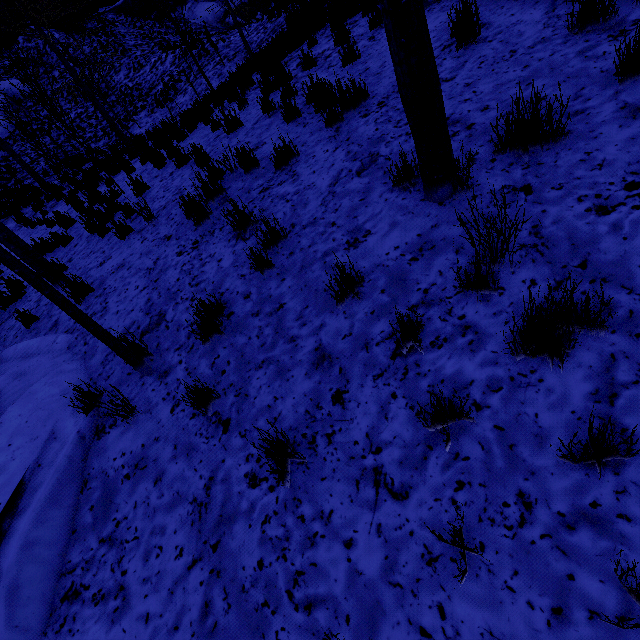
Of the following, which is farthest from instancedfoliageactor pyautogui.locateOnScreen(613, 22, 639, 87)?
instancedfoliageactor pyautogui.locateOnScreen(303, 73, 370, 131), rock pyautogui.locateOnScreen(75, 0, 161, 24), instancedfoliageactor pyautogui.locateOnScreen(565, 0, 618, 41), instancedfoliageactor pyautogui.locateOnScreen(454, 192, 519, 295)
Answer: rock pyautogui.locateOnScreen(75, 0, 161, 24)

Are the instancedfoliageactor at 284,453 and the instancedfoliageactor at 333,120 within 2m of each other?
no

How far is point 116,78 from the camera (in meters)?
22.33

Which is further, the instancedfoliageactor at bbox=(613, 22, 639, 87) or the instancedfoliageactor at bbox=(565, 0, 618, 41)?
the instancedfoliageactor at bbox=(565, 0, 618, 41)

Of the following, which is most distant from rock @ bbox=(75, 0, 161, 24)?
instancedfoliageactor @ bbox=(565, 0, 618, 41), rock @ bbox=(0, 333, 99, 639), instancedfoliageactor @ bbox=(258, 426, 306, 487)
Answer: instancedfoliageactor @ bbox=(258, 426, 306, 487)

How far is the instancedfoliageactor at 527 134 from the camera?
2.43m

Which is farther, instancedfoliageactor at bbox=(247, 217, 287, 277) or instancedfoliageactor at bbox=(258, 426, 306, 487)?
instancedfoliageactor at bbox=(247, 217, 287, 277)

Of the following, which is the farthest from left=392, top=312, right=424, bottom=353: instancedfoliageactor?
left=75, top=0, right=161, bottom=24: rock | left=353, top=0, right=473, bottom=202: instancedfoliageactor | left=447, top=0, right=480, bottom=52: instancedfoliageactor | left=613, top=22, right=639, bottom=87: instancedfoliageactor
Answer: left=75, top=0, right=161, bottom=24: rock
